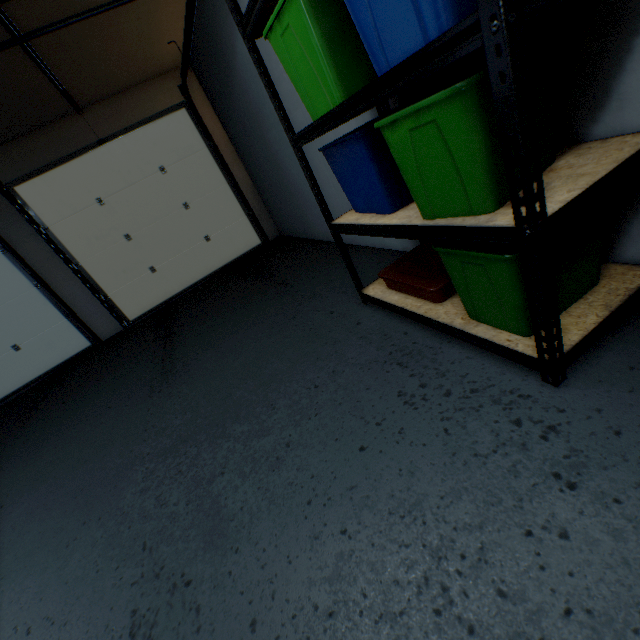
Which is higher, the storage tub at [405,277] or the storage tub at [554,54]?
the storage tub at [554,54]

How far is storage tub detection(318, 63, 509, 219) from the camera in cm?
84

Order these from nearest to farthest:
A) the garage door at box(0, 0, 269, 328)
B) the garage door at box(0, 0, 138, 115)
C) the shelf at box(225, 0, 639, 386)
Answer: the shelf at box(225, 0, 639, 386), the garage door at box(0, 0, 138, 115), the garage door at box(0, 0, 269, 328)

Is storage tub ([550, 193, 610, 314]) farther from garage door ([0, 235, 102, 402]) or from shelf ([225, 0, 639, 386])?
garage door ([0, 235, 102, 402])

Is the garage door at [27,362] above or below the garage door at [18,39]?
below

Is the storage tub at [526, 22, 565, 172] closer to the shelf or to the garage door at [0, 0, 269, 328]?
the shelf

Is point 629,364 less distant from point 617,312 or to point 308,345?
point 617,312

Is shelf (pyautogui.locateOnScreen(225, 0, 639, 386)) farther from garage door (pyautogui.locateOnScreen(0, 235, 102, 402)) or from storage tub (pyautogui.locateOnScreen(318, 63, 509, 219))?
garage door (pyautogui.locateOnScreen(0, 235, 102, 402))
